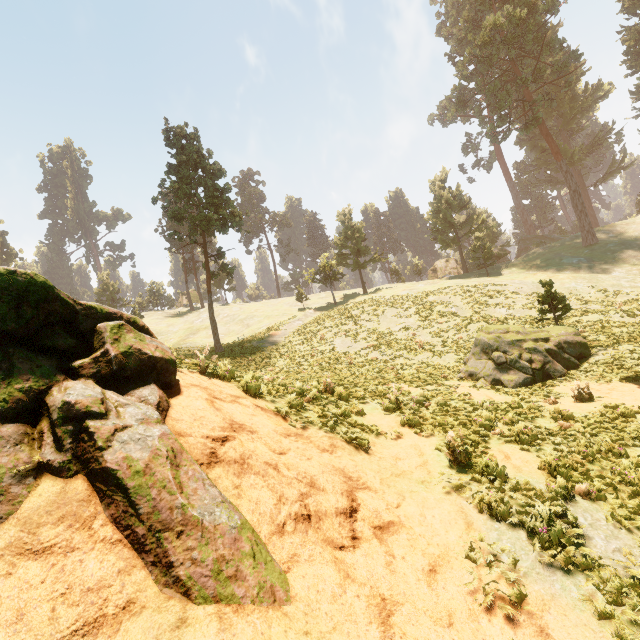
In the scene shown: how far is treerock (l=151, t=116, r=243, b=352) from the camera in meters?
31.1 m

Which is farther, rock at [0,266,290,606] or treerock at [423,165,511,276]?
treerock at [423,165,511,276]

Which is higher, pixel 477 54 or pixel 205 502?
pixel 477 54

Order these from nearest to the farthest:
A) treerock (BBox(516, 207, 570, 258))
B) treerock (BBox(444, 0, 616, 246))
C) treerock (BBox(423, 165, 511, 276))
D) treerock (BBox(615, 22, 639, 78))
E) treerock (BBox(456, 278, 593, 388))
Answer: treerock (BBox(456, 278, 593, 388)), treerock (BBox(444, 0, 616, 246)), treerock (BBox(423, 165, 511, 276)), treerock (BBox(516, 207, 570, 258)), treerock (BBox(615, 22, 639, 78))

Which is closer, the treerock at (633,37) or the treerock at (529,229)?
the treerock at (529,229)

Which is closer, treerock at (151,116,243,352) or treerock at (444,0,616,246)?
treerock at (151,116,243,352)

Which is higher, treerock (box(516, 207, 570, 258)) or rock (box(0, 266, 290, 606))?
treerock (box(516, 207, 570, 258))
